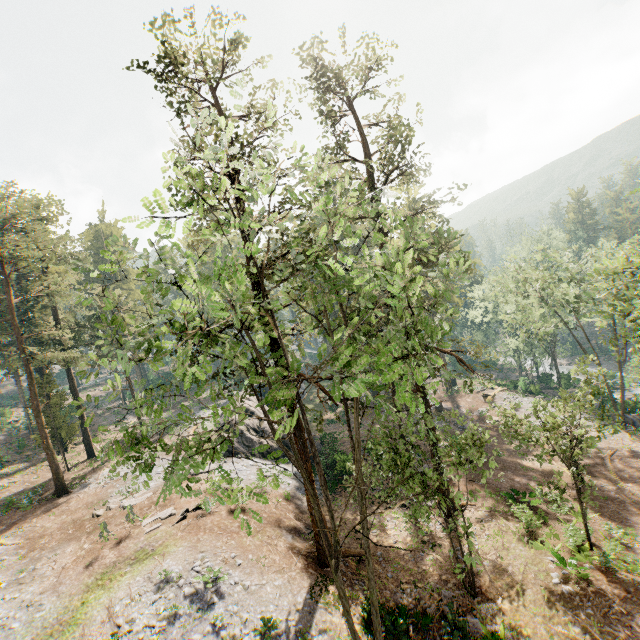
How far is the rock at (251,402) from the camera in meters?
36.0 m

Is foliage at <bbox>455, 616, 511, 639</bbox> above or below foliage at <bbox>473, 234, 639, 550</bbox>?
below

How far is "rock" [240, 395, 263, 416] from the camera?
36.00m

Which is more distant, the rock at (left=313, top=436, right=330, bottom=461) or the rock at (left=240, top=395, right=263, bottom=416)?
the rock at (left=240, top=395, right=263, bottom=416)

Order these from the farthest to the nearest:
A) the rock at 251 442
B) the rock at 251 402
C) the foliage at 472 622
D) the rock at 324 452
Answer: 1. the rock at 251 402
2. the rock at 251 442
3. the rock at 324 452
4. the foliage at 472 622

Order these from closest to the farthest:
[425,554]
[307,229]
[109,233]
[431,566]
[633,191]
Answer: [633,191], [431,566], [425,554], [307,229], [109,233]

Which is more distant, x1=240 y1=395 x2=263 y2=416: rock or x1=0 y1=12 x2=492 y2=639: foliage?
x1=240 y1=395 x2=263 y2=416: rock
